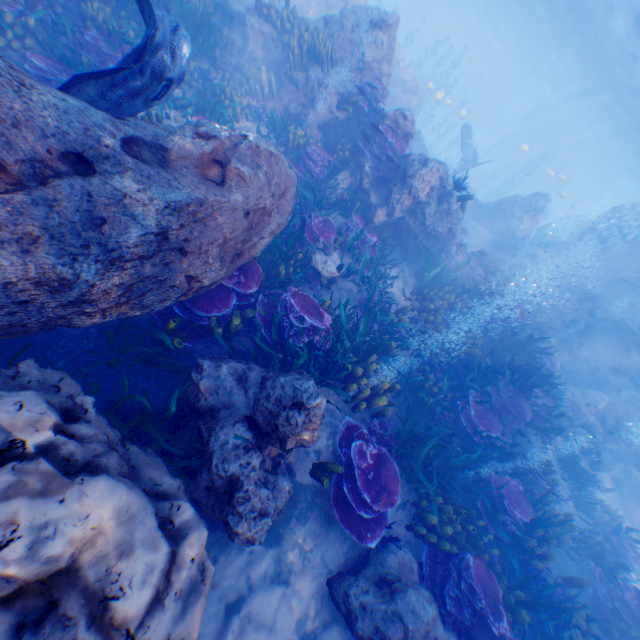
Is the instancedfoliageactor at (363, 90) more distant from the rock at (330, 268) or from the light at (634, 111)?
the light at (634, 111)

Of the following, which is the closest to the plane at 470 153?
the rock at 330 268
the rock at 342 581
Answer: the rock at 330 268

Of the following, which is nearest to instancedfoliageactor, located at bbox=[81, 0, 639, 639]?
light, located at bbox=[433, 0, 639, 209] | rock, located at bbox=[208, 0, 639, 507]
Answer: rock, located at bbox=[208, 0, 639, 507]

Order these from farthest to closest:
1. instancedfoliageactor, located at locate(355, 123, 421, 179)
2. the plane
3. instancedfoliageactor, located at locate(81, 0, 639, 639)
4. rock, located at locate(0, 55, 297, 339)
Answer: the plane, instancedfoliageactor, located at locate(355, 123, 421, 179), instancedfoliageactor, located at locate(81, 0, 639, 639), rock, located at locate(0, 55, 297, 339)

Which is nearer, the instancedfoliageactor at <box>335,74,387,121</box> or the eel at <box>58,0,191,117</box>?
the eel at <box>58,0,191,117</box>

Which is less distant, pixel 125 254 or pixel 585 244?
pixel 125 254
